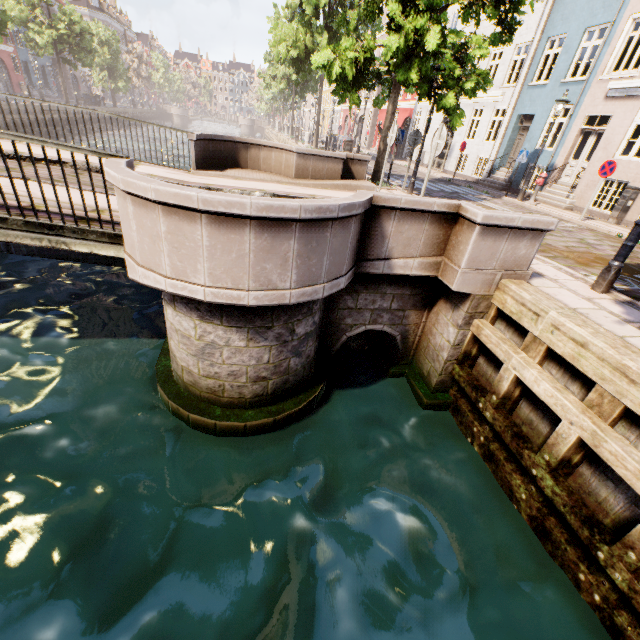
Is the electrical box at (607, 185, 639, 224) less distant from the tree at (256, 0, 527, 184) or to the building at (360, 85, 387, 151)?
the building at (360, 85, 387, 151)

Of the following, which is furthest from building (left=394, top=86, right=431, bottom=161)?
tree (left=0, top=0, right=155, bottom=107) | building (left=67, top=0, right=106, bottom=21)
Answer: building (left=67, top=0, right=106, bottom=21)

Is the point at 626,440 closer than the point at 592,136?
Yes

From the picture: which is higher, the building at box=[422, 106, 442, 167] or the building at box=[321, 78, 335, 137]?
the building at box=[321, 78, 335, 137]

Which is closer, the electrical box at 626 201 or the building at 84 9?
the electrical box at 626 201

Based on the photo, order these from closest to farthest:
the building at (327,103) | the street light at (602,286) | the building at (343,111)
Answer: the street light at (602,286) → the building at (343,111) → the building at (327,103)

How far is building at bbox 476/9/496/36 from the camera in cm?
1808

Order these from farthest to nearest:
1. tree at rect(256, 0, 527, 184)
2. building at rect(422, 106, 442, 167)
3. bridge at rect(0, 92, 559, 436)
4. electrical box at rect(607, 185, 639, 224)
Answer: building at rect(422, 106, 442, 167) → electrical box at rect(607, 185, 639, 224) → tree at rect(256, 0, 527, 184) → bridge at rect(0, 92, 559, 436)
